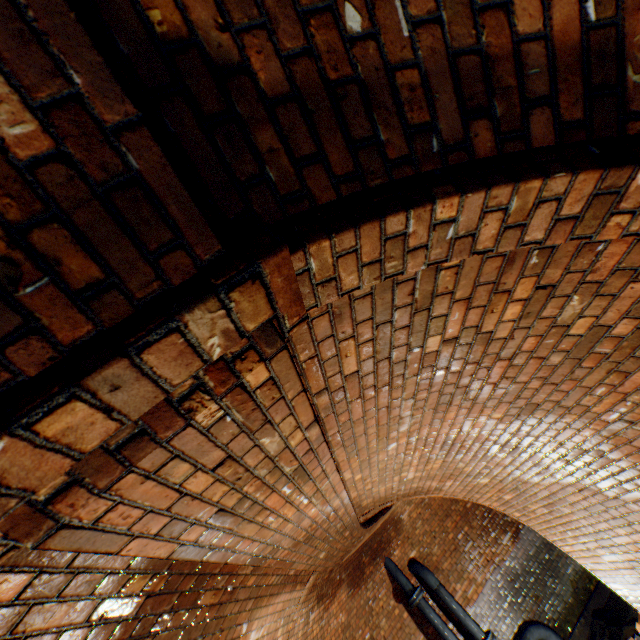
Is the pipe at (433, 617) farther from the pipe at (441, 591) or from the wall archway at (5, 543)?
the wall archway at (5, 543)

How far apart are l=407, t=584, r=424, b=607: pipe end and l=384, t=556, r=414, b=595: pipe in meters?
0.1

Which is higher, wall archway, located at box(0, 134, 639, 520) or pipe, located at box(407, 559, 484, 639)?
wall archway, located at box(0, 134, 639, 520)

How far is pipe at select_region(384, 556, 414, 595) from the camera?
7.15m

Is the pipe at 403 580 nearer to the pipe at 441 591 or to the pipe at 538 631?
the pipe at 441 591

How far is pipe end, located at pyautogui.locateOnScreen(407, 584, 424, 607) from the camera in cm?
693

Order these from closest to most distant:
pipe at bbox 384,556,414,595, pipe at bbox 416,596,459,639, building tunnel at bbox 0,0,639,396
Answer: building tunnel at bbox 0,0,639,396 → pipe at bbox 416,596,459,639 → pipe at bbox 384,556,414,595

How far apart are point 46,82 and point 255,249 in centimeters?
53cm
